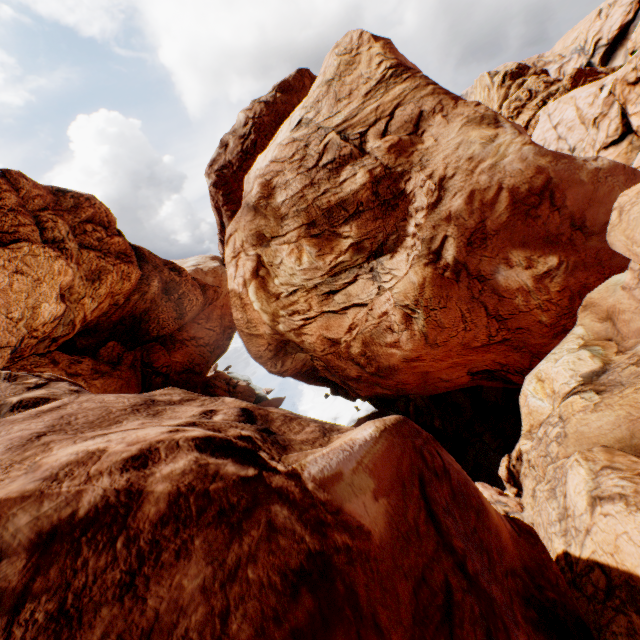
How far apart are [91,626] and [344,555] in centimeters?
210cm
